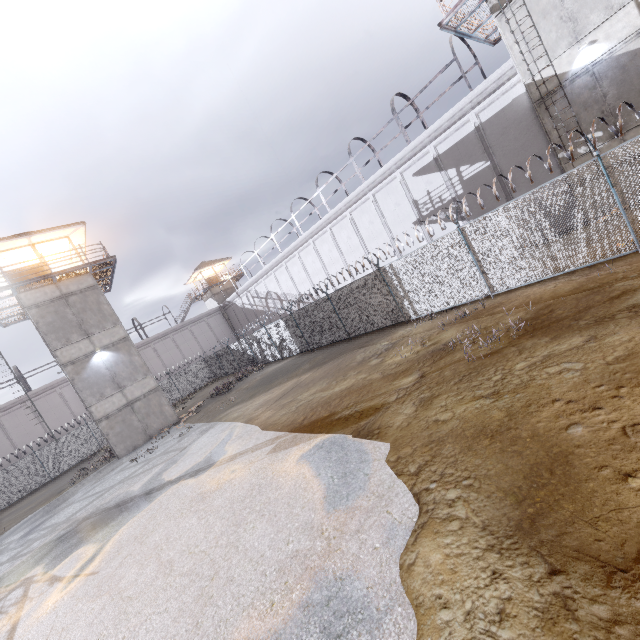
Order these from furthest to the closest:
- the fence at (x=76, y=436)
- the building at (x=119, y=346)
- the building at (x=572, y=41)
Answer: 1. the fence at (x=76, y=436)
2. the building at (x=119, y=346)
3. the building at (x=572, y=41)

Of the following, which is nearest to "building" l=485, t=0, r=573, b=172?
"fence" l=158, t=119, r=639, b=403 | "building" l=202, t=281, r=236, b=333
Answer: "fence" l=158, t=119, r=639, b=403

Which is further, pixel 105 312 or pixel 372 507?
pixel 105 312

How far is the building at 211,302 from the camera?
45.7m

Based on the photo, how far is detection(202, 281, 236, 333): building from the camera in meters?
45.7 m

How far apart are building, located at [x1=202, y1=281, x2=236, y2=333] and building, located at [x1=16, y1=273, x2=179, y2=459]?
23.62m

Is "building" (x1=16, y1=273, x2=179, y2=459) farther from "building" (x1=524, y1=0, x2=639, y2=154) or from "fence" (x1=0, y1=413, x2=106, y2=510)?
"building" (x1=524, y1=0, x2=639, y2=154)

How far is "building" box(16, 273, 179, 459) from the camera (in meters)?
19.70
